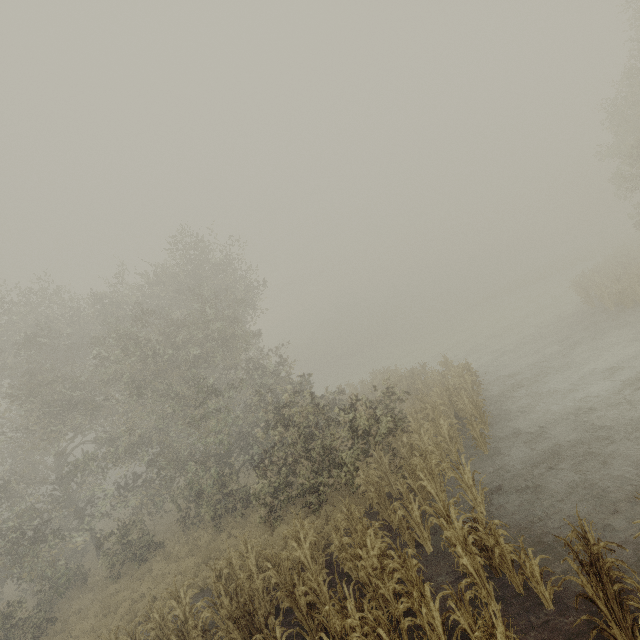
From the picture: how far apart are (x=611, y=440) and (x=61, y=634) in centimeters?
2071cm
